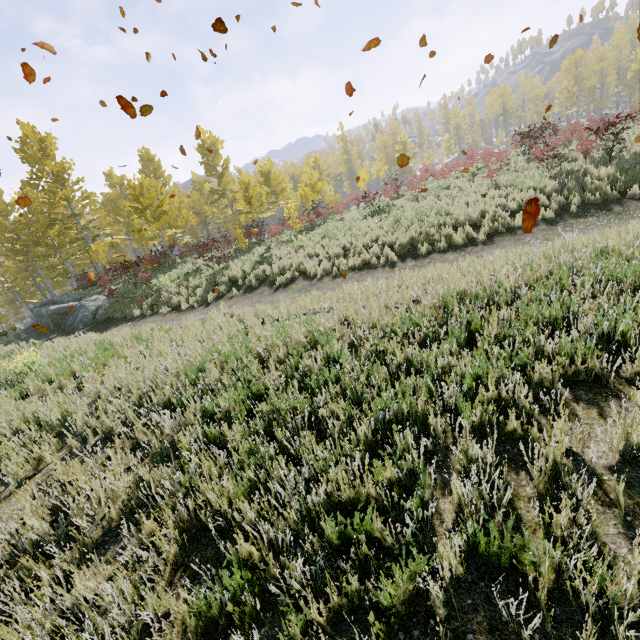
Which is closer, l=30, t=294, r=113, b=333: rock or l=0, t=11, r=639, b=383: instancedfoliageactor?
l=0, t=11, r=639, b=383: instancedfoliageactor

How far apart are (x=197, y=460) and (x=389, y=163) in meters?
56.3 m

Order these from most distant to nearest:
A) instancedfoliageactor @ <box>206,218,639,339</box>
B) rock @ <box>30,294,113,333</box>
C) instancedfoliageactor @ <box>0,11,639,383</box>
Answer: rock @ <box>30,294,113,333</box>
instancedfoliageactor @ <box>0,11,639,383</box>
instancedfoliageactor @ <box>206,218,639,339</box>

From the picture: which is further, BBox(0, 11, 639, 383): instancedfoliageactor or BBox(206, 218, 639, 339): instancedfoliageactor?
BBox(0, 11, 639, 383): instancedfoliageactor

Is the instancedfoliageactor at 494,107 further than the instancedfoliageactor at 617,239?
Yes

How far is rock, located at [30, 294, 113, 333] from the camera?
16.2m

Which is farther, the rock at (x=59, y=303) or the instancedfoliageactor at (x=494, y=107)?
the rock at (x=59, y=303)
